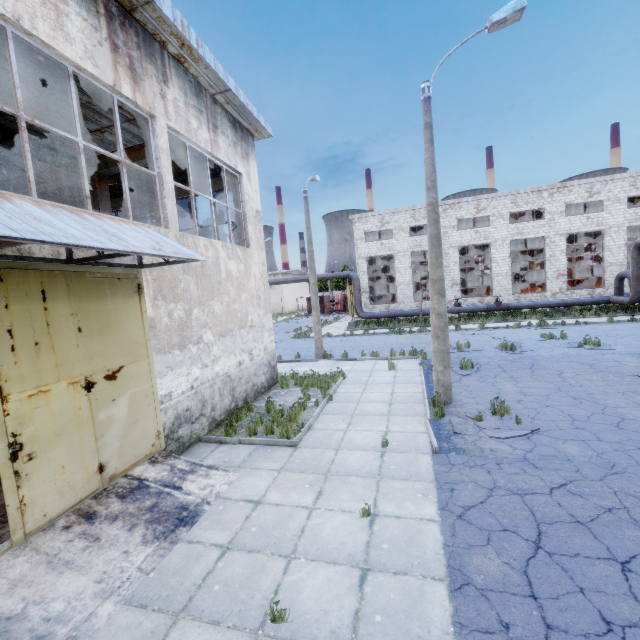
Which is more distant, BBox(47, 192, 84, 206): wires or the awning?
BBox(47, 192, 84, 206): wires

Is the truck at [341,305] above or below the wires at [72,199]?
below

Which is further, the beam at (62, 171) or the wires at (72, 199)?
the wires at (72, 199)

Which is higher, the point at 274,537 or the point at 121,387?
the point at 121,387

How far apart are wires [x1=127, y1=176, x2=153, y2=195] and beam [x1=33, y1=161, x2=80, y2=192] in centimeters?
244cm

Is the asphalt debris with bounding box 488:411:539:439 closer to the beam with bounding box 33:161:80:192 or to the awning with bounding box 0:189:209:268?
the awning with bounding box 0:189:209:268
